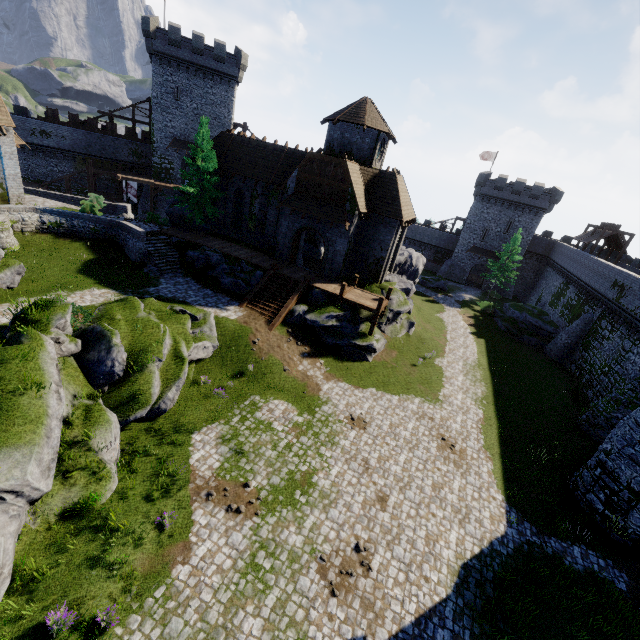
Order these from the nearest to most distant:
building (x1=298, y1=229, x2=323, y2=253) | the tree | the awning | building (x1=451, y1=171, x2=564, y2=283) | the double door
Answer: the awning, the double door, the tree, building (x1=298, y1=229, x2=323, y2=253), building (x1=451, y1=171, x2=564, y2=283)

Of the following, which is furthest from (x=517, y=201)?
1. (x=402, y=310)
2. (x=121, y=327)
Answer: (x=121, y=327)

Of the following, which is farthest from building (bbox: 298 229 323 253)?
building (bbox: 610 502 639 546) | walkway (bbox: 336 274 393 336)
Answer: building (bbox: 610 502 639 546)

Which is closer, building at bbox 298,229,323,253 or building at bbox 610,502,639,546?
building at bbox 610,502,639,546

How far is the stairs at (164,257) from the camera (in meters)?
25.72

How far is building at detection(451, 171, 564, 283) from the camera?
47.4 meters

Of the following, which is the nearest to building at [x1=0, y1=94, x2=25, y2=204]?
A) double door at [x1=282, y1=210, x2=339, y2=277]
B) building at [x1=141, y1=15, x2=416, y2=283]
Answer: building at [x1=141, y1=15, x2=416, y2=283]

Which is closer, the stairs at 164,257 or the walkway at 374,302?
the walkway at 374,302
